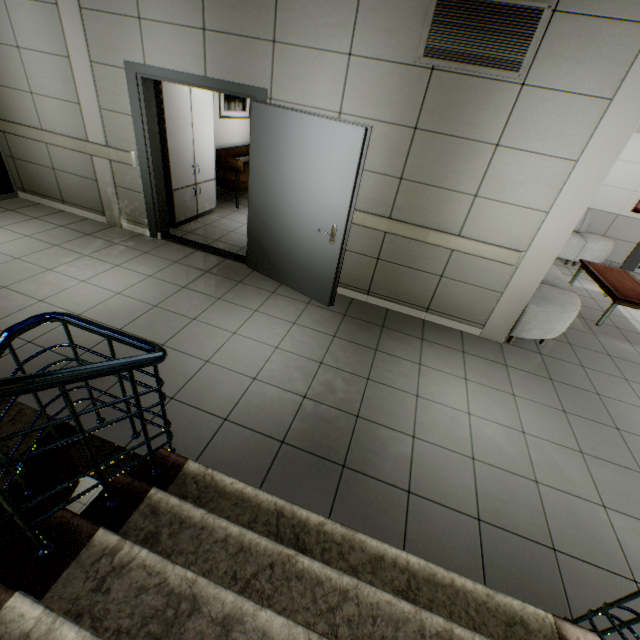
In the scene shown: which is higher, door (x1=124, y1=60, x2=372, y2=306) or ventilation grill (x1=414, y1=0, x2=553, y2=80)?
ventilation grill (x1=414, y1=0, x2=553, y2=80)

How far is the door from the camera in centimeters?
328cm

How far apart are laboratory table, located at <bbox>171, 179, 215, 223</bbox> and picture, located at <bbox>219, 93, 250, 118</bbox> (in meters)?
1.67

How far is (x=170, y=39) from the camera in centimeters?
356cm

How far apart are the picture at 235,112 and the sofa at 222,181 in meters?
0.5

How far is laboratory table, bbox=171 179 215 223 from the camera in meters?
5.2 m

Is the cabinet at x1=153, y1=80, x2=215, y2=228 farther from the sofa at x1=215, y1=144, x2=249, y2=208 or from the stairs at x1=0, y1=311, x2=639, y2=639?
the stairs at x1=0, y1=311, x2=639, y2=639

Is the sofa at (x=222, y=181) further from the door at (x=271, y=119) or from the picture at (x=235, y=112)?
the door at (x=271, y=119)
